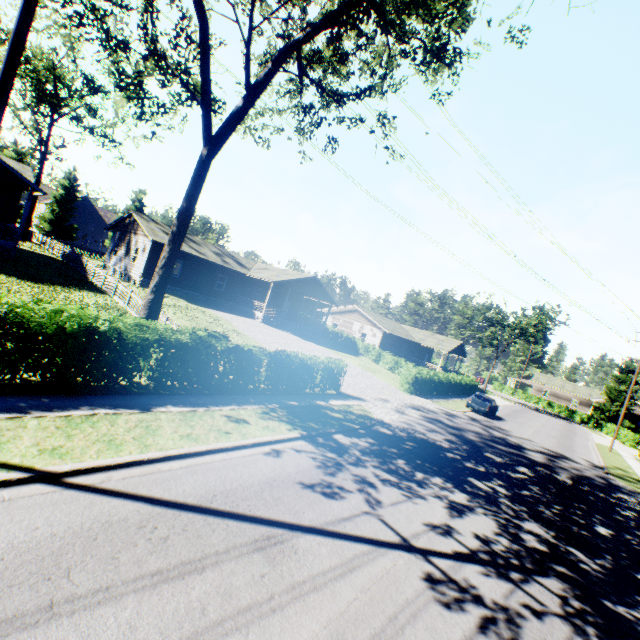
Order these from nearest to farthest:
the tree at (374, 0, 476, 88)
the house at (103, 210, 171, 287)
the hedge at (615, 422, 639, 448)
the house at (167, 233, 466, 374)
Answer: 1. the tree at (374, 0, 476, 88)
2. the house at (103, 210, 171, 287)
3. the house at (167, 233, 466, 374)
4. the hedge at (615, 422, 639, 448)

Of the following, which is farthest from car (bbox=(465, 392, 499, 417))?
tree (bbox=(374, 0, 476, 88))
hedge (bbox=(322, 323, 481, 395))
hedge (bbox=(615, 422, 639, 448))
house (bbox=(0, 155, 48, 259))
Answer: hedge (bbox=(615, 422, 639, 448))

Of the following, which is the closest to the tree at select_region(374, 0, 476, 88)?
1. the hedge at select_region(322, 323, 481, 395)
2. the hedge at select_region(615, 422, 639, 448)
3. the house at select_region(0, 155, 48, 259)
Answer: the house at select_region(0, 155, 48, 259)

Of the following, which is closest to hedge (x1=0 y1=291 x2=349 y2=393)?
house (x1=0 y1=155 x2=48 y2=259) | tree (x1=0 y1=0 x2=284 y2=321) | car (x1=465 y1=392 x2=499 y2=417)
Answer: tree (x1=0 y1=0 x2=284 y2=321)

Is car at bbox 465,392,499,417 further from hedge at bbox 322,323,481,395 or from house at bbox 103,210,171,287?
house at bbox 103,210,171,287

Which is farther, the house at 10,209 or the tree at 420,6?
the house at 10,209

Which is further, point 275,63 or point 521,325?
point 521,325

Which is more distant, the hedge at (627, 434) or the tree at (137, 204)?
the tree at (137, 204)
